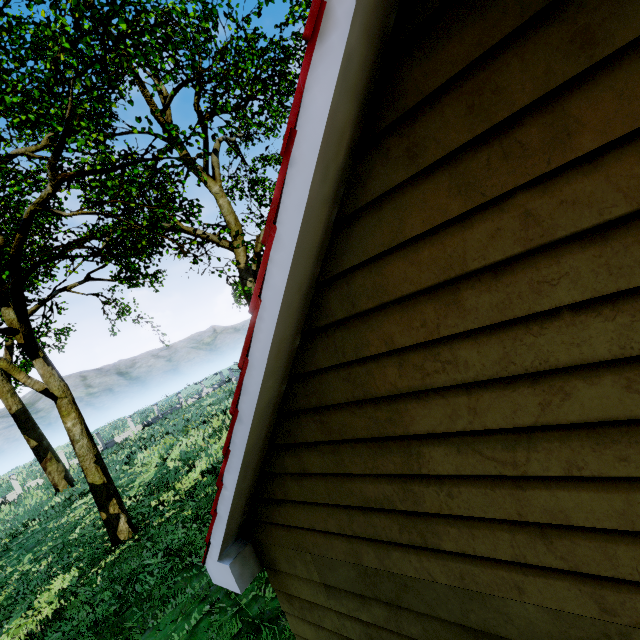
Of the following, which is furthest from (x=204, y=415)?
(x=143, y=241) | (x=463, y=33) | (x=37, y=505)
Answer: (x=463, y=33)
